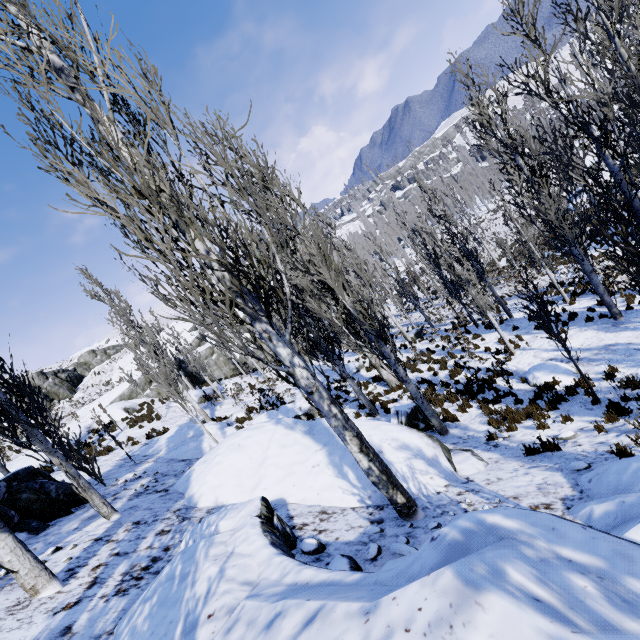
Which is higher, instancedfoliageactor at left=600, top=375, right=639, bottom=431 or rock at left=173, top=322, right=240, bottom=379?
rock at left=173, top=322, right=240, bottom=379

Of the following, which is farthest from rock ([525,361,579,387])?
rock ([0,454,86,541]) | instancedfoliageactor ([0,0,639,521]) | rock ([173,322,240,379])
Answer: rock ([173,322,240,379])

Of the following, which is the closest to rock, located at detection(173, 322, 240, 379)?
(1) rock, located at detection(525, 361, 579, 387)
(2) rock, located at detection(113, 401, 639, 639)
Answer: (2) rock, located at detection(113, 401, 639, 639)

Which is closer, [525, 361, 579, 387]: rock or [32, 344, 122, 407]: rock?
[525, 361, 579, 387]: rock

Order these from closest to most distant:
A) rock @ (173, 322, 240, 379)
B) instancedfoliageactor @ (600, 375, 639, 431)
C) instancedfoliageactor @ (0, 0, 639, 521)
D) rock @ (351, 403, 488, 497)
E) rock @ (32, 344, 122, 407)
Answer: instancedfoliageactor @ (0, 0, 639, 521) → rock @ (351, 403, 488, 497) → instancedfoliageactor @ (600, 375, 639, 431) → rock @ (173, 322, 240, 379) → rock @ (32, 344, 122, 407)

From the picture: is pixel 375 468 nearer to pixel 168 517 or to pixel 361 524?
pixel 361 524

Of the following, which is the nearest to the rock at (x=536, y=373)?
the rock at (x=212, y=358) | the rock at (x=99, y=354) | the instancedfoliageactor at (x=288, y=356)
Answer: the instancedfoliageactor at (x=288, y=356)

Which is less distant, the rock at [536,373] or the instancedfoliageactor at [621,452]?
the instancedfoliageactor at [621,452]
